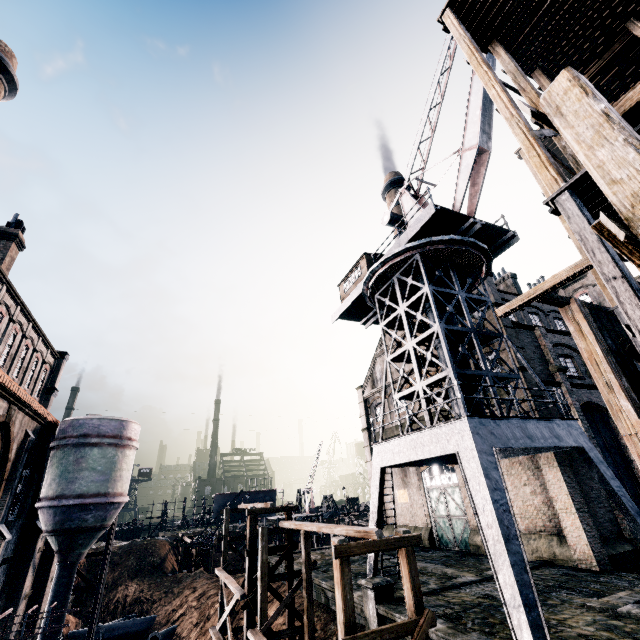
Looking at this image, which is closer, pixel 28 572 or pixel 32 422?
pixel 32 422

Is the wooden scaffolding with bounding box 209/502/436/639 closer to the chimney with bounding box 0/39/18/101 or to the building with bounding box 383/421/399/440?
the building with bounding box 383/421/399/440

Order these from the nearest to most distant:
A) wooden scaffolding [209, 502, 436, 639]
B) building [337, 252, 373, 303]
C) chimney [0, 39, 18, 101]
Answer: wooden scaffolding [209, 502, 436, 639] → chimney [0, 39, 18, 101] → building [337, 252, 373, 303]

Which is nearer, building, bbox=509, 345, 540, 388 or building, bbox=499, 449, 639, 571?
building, bbox=499, 449, 639, 571

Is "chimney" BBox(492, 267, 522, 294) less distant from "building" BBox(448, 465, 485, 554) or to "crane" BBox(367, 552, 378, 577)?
"building" BBox(448, 465, 485, 554)

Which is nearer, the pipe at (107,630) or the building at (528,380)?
the building at (528,380)

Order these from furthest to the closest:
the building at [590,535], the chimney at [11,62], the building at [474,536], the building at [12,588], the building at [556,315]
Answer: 1. the building at [474,536]
2. the building at [590,535]
3. the building at [12,588]
4. the chimney at [11,62]
5. the building at [556,315]

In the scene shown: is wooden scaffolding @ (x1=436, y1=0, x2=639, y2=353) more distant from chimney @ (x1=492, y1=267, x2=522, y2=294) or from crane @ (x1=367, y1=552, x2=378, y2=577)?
chimney @ (x1=492, y1=267, x2=522, y2=294)
